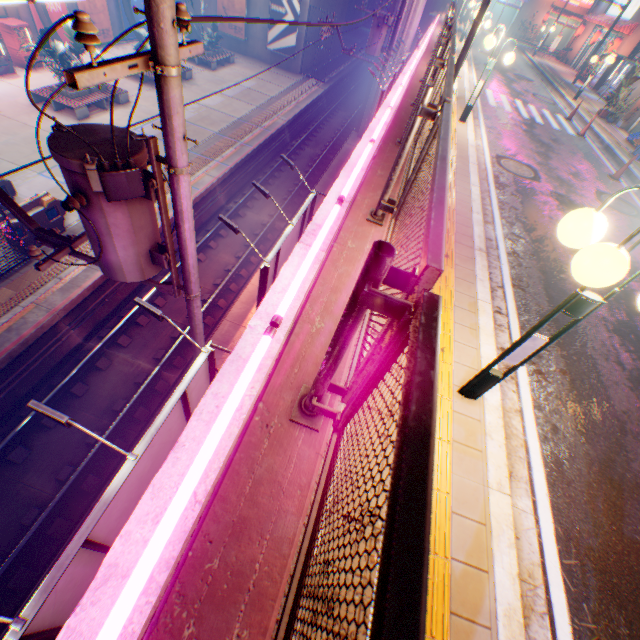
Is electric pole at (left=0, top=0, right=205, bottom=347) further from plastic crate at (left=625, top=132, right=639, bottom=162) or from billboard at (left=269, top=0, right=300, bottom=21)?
billboard at (left=269, top=0, right=300, bottom=21)

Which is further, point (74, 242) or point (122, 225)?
point (74, 242)

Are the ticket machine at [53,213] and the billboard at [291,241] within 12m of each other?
yes

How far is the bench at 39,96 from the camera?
16.4m

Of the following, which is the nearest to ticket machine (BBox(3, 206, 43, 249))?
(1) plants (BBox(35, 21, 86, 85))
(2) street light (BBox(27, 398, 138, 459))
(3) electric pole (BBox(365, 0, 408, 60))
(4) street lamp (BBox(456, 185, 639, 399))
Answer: (1) plants (BBox(35, 21, 86, 85))

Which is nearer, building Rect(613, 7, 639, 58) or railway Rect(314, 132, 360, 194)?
railway Rect(314, 132, 360, 194)

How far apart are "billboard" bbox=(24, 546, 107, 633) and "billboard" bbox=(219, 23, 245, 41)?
36.2 meters

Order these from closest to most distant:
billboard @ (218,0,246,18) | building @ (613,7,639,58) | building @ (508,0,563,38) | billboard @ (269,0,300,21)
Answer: building @ (613,7,639,58) → billboard @ (269,0,300,21) → billboard @ (218,0,246,18) → building @ (508,0,563,38)
